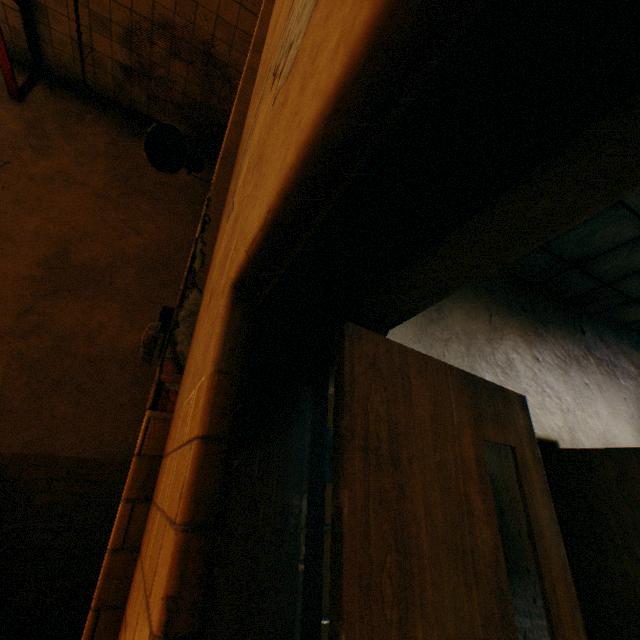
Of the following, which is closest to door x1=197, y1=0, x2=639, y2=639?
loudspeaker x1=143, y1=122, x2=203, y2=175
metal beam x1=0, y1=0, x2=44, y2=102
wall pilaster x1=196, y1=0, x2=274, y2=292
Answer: wall pilaster x1=196, y1=0, x2=274, y2=292

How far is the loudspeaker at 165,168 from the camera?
2.1m

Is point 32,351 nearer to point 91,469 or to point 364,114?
point 91,469

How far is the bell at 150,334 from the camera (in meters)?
1.60

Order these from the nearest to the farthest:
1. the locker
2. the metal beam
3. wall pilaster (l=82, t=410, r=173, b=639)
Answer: wall pilaster (l=82, t=410, r=173, b=639), the locker, the metal beam

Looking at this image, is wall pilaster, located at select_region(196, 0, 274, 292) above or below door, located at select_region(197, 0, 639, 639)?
above

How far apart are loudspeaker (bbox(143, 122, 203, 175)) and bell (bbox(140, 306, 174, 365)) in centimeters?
95cm

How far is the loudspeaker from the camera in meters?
2.1 m
